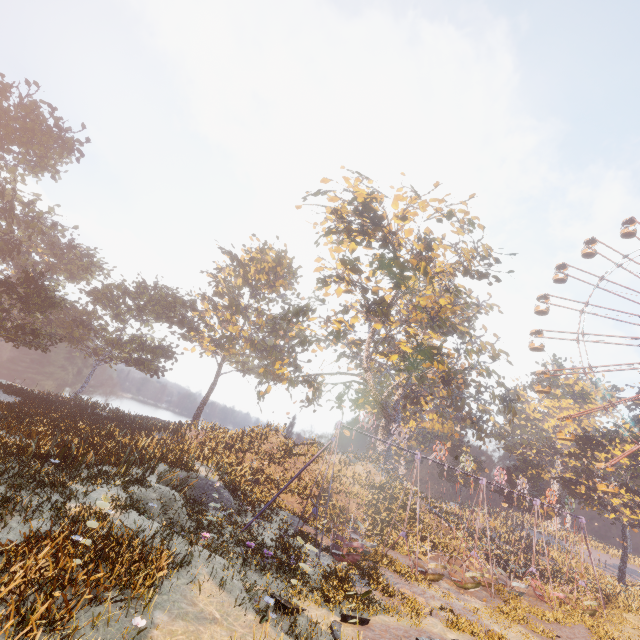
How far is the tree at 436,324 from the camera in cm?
2472

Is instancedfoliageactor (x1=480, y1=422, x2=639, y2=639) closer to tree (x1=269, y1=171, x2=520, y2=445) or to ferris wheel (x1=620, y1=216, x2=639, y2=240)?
ferris wheel (x1=620, y1=216, x2=639, y2=240)

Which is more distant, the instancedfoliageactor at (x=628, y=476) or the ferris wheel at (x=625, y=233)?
the ferris wheel at (x=625, y=233)

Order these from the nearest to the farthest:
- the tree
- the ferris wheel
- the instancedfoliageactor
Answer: the instancedfoliageactor → the tree → the ferris wheel

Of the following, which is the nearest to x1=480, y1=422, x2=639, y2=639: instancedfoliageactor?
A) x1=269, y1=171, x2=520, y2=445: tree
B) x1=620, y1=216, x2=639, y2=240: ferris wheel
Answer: x1=620, y1=216, x2=639, y2=240: ferris wheel

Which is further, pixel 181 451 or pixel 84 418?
pixel 181 451
